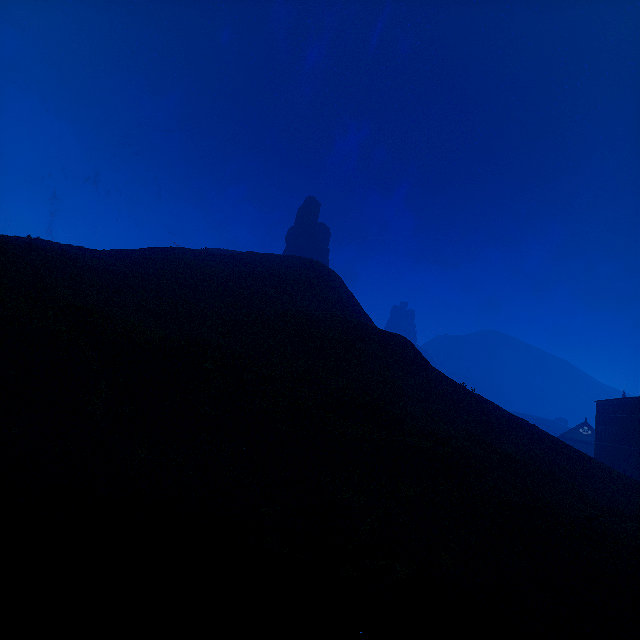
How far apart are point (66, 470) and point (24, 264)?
17.32m

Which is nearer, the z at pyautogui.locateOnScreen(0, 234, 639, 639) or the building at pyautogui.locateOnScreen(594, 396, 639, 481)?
the z at pyautogui.locateOnScreen(0, 234, 639, 639)

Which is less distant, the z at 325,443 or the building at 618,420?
the z at 325,443
